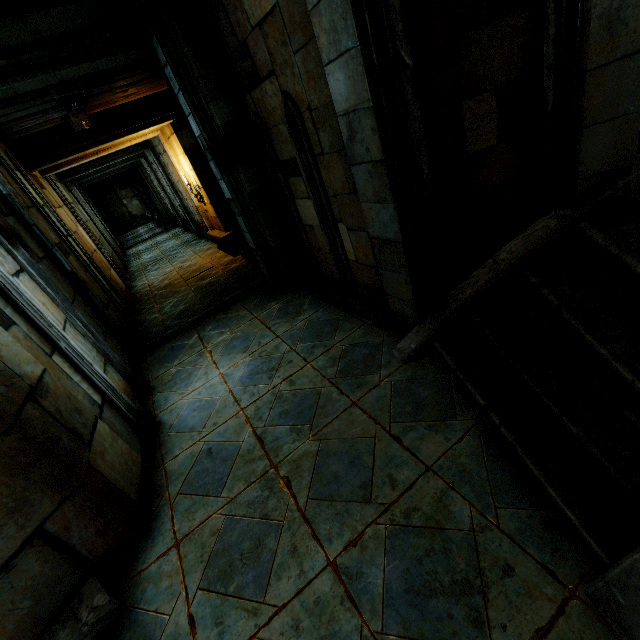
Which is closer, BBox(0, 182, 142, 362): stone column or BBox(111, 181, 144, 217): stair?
BBox(0, 182, 142, 362): stone column

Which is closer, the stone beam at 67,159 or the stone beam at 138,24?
the stone beam at 138,24

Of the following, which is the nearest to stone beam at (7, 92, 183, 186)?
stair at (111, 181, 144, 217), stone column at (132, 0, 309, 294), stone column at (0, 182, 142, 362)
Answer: stone column at (0, 182, 142, 362)

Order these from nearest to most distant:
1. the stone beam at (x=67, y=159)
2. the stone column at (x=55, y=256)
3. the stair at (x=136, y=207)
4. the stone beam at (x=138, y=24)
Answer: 1. the stone beam at (x=138, y=24)
2. the stone column at (x=55, y=256)
3. the stone beam at (x=67, y=159)
4. the stair at (x=136, y=207)

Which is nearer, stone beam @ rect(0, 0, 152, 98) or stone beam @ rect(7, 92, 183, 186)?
stone beam @ rect(0, 0, 152, 98)

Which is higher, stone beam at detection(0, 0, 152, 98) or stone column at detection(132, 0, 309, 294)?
stone beam at detection(0, 0, 152, 98)

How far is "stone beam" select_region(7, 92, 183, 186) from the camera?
6.6m

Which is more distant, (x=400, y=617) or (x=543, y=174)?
(x=543, y=174)
